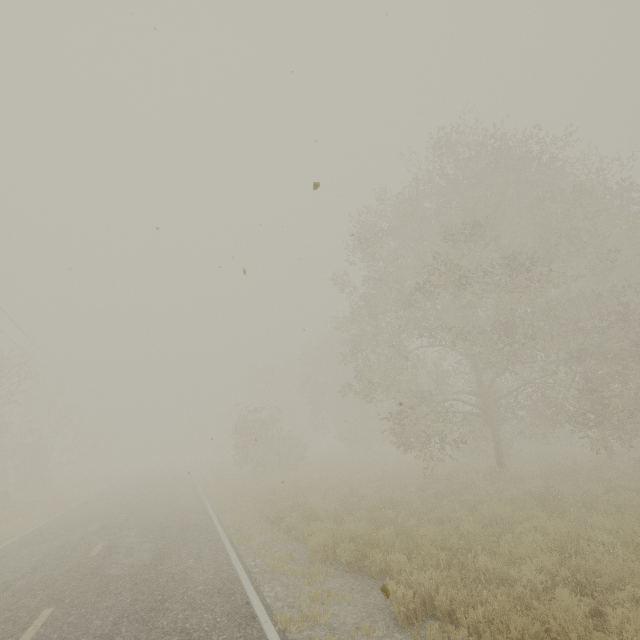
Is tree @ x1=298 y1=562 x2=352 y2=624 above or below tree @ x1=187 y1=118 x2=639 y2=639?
below

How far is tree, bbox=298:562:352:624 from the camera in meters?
5.5 m

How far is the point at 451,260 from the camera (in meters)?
12.82

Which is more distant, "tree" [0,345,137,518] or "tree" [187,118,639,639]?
"tree" [0,345,137,518]

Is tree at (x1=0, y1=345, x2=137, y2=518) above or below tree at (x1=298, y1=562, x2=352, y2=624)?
above

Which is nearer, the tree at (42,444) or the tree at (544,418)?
the tree at (544,418)
